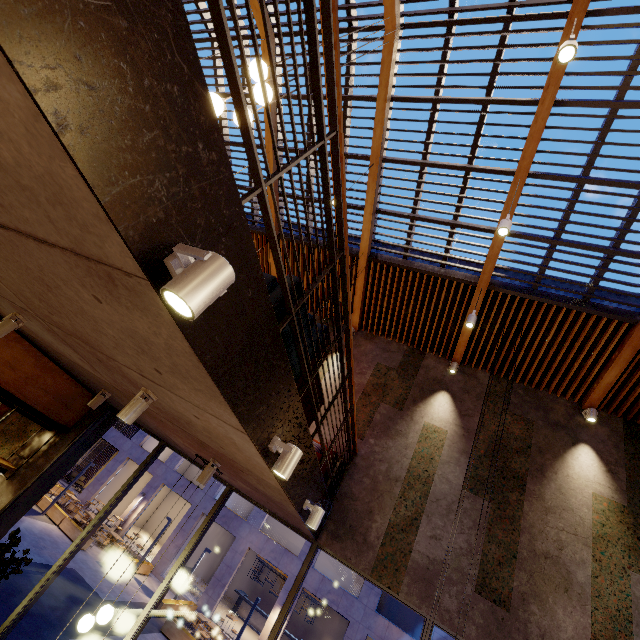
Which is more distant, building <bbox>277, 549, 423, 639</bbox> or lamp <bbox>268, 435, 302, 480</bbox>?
building <bbox>277, 549, 423, 639</bbox>

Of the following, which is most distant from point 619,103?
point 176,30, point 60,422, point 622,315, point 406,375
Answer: point 60,422

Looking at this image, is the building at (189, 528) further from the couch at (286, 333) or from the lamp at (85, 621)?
the couch at (286, 333)

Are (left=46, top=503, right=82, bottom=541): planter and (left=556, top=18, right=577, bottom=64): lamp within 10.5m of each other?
no

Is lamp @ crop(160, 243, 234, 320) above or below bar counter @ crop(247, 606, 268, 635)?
above

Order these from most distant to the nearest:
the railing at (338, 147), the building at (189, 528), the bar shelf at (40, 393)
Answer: the building at (189, 528) < the bar shelf at (40, 393) < the railing at (338, 147)

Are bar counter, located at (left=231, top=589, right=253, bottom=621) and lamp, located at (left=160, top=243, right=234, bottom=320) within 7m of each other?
no

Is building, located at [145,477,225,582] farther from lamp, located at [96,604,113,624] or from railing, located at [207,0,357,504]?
lamp, located at [96,604,113,624]
